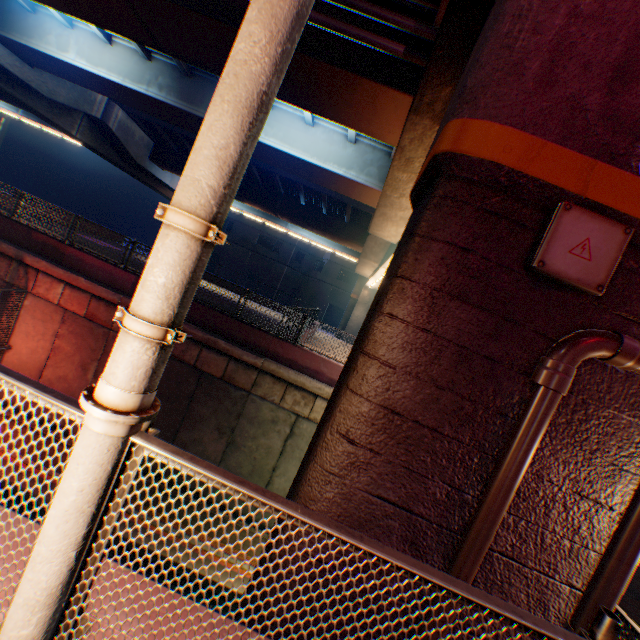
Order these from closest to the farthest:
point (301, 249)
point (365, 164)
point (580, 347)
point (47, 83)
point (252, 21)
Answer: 1. point (252, 21)
2. point (580, 347)
3. point (365, 164)
4. point (47, 83)
5. point (301, 249)

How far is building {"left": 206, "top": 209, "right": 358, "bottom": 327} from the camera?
44.75m

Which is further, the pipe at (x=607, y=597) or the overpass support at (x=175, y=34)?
the overpass support at (x=175, y=34)

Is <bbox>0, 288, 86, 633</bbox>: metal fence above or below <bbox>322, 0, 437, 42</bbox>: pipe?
below

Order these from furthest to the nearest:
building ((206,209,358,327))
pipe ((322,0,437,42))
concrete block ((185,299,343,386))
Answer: building ((206,209,358,327)) < concrete block ((185,299,343,386)) < pipe ((322,0,437,42))

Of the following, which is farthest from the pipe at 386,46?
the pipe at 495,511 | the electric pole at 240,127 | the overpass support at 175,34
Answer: the electric pole at 240,127

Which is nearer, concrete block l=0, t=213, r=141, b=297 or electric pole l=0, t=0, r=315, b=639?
electric pole l=0, t=0, r=315, b=639

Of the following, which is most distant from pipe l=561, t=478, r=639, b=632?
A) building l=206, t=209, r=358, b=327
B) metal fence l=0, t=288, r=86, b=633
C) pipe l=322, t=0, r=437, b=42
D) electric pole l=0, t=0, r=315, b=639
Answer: building l=206, t=209, r=358, b=327
